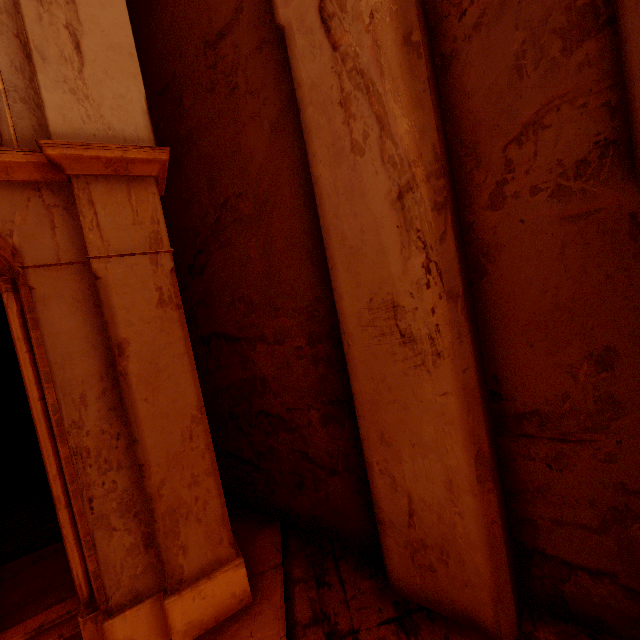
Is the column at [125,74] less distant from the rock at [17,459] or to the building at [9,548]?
the building at [9,548]

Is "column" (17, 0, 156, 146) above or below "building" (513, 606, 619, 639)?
above

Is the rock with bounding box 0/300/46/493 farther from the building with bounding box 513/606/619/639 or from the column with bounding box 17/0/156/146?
the column with bounding box 17/0/156/146

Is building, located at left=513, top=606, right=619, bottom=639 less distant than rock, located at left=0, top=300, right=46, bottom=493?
Yes

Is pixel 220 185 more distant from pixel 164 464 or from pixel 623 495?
pixel 623 495

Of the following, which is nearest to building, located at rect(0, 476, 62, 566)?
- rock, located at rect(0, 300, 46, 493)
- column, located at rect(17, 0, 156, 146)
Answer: rock, located at rect(0, 300, 46, 493)

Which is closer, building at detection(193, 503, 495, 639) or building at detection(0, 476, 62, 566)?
building at detection(193, 503, 495, 639)

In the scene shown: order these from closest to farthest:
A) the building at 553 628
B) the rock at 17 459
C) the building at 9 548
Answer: the building at 553 628
the building at 9 548
the rock at 17 459
